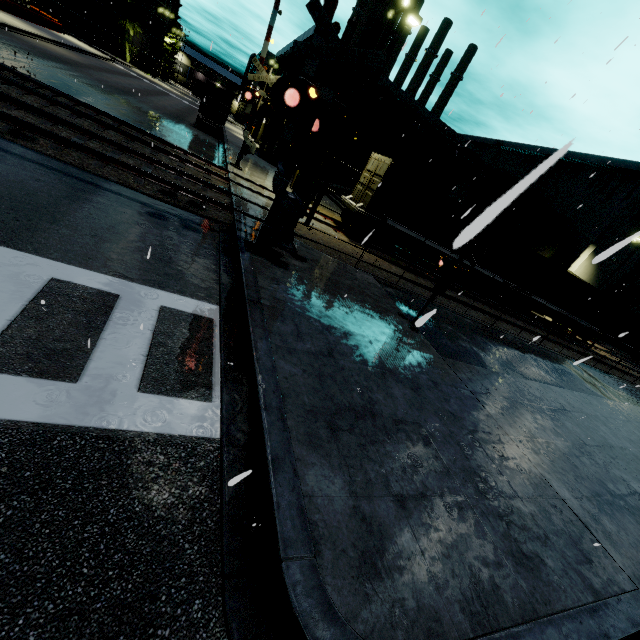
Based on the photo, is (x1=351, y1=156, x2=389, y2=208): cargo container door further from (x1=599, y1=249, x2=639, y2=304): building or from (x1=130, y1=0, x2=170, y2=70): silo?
(x1=130, y1=0, x2=170, y2=70): silo

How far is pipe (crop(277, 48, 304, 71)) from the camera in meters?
28.3 m

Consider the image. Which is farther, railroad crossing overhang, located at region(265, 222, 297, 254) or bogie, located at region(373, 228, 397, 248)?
bogie, located at region(373, 228, 397, 248)

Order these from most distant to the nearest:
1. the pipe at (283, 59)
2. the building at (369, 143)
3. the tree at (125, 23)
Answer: the tree at (125, 23) < the building at (369, 143) < the pipe at (283, 59)

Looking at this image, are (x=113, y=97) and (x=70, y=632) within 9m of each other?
no

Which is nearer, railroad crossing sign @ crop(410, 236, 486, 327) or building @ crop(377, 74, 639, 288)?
railroad crossing sign @ crop(410, 236, 486, 327)

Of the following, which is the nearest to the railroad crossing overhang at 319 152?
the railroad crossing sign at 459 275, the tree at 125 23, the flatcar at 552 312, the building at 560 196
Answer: the railroad crossing sign at 459 275

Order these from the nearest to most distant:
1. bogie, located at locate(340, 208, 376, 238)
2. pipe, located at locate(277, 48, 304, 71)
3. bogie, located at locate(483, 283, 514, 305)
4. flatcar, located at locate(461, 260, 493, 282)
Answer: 1. bogie, located at locate(340, 208, 376, 238)
2. flatcar, located at locate(461, 260, 493, 282)
3. bogie, located at locate(483, 283, 514, 305)
4. pipe, located at locate(277, 48, 304, 71)
